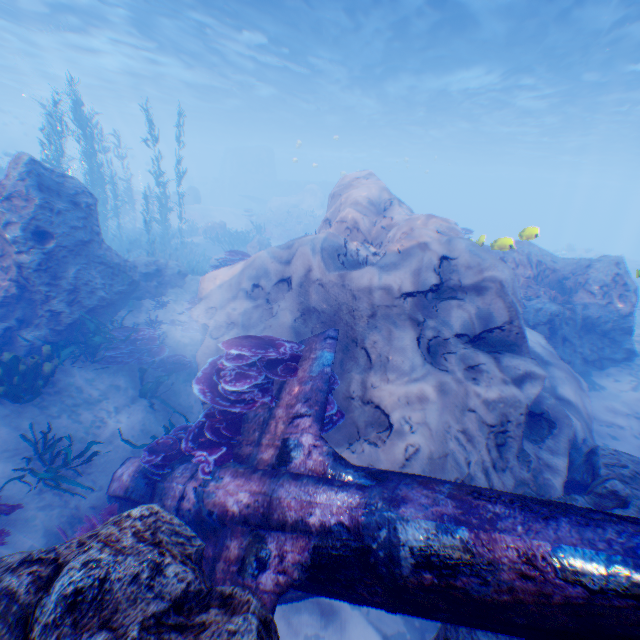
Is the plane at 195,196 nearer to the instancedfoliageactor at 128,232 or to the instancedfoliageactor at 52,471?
the instancedfoliageactor at 128,232

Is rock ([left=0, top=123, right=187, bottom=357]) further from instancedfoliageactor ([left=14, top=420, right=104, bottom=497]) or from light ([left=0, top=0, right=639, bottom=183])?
instancedfoliageactor ([left=14, top=420, right=104, bottom=497])

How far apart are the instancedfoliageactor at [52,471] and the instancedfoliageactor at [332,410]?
3.1 meters

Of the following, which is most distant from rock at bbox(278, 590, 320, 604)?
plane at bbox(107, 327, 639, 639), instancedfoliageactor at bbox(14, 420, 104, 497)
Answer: instancedfoliageactor at bbox(14, 420, 104, 497)

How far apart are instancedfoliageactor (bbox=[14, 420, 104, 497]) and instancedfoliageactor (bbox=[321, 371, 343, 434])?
3.1m

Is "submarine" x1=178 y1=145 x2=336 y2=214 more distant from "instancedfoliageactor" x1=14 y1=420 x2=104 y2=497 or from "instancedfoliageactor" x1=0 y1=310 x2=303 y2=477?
"instancedfoliageactor" x1=14 y1=420 x2=104 y2=497

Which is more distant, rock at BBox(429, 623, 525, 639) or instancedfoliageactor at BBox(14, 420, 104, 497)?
instancedfoliageactor at BBox(14, 420, 104, 497)

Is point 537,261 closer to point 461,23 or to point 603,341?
point 603,341
